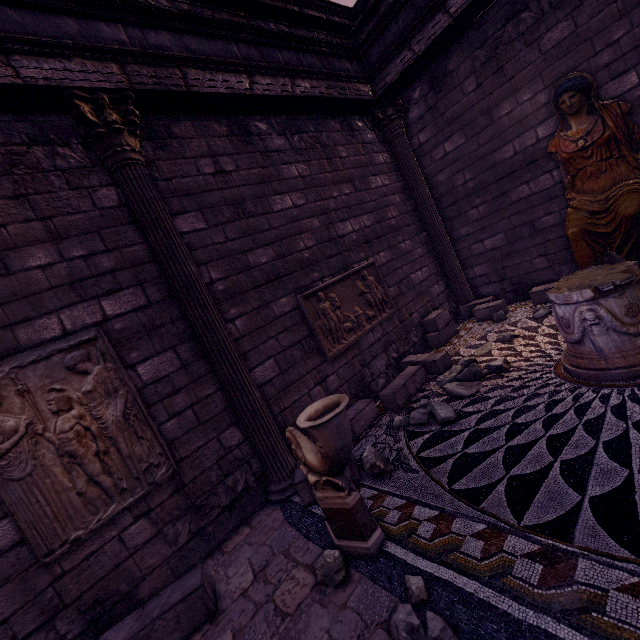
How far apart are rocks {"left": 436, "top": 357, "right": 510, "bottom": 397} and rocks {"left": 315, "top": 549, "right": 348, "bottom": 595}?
2.3 meters

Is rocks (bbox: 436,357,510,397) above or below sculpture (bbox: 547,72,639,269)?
below

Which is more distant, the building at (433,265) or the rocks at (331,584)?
the building at (433,265)

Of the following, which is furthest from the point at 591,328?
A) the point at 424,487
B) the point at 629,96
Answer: the point at 629,96

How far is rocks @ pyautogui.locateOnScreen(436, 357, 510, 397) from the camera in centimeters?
400cm

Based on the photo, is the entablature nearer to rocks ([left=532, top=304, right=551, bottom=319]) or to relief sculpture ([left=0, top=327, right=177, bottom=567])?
relief sculpture ([left=0, top=327, right=177, bottom=567])

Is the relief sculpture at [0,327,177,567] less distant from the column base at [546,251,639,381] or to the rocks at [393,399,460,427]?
the rocks at [393,399,460,427]

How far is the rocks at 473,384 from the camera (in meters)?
4.00
